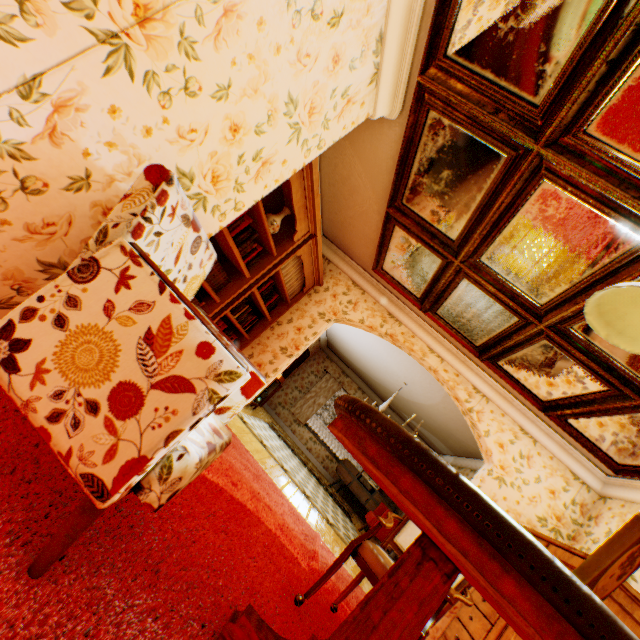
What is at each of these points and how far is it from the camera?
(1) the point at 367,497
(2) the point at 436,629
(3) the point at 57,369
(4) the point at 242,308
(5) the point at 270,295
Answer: (1) tv, 9.1 meters
(2) building, 3.7 meters
(3) chair, 1.0 meters
(4) book row, 4.2 meters
(5) book row, 4.6 meters

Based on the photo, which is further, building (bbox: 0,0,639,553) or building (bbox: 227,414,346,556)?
building (bbox: 227,414,346,556)

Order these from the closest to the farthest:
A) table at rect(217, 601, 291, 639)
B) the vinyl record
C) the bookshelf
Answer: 1. table at rect(217, 601, 291, 639)
2. the bookshelf
3. the vinyl record

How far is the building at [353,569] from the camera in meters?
4.2 m

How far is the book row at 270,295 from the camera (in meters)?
4.25

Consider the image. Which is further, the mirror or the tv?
the tv

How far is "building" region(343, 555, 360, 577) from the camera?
4.18m

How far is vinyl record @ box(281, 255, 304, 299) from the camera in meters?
4.2
